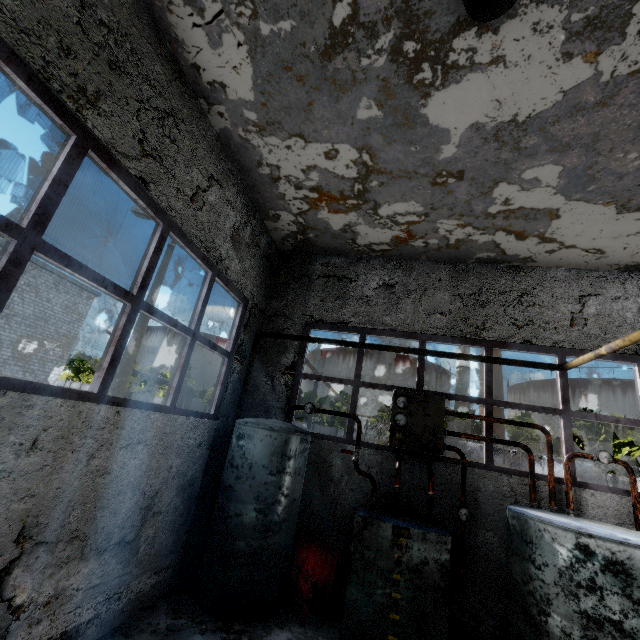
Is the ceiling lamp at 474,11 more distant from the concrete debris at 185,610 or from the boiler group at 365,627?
the concrete debris at 185,610

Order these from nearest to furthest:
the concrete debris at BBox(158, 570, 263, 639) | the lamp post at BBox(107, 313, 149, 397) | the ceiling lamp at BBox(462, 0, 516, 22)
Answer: the ceiling lamp at BBox(462, 0, 516, 22), the concrete debris at BBox(158, 570, 263, 639), the lamp post at BBox(107, 313, 149, 397)

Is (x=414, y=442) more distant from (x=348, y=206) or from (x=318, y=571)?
(x=348, y=206)

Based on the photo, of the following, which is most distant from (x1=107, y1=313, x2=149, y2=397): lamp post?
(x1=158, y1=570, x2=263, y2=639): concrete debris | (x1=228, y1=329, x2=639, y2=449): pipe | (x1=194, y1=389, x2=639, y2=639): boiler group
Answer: (x1=228, y1=329, x2=639, y2=449): pipe

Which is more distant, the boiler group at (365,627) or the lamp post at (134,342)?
the lamp post at (134,342)

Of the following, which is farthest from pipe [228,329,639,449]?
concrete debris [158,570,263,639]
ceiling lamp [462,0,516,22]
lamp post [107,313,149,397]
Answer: ceiling lamp [462,0,516,22]

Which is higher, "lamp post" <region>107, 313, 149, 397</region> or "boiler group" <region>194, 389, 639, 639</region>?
"lamp post" <region>107, 313, 149, 397</region>

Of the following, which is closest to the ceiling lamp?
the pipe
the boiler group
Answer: the boiler group
